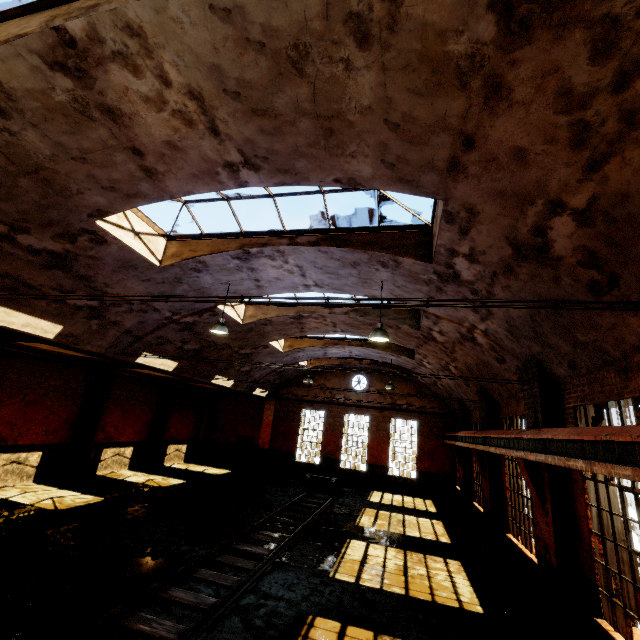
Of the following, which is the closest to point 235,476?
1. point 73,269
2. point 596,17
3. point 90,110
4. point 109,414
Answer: point 109,414

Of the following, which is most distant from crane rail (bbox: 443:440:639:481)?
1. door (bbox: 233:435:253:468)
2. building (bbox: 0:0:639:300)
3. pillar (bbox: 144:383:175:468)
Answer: pillar (bbox: 144:383:175:468)

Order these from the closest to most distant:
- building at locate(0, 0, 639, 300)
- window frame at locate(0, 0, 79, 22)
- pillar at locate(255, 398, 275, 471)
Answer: building at locate(0, 0, 639, 300)
window frame at locate(0, 0, 79, 22)
pillar at locate(255, 398, 275, 471)

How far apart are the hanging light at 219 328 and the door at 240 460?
16.06m

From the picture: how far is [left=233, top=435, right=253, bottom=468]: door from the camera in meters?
23.1 m

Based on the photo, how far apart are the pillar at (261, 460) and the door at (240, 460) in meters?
0.4 m

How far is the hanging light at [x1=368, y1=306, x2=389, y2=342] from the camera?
8.1 meters

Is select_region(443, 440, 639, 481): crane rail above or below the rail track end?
above
